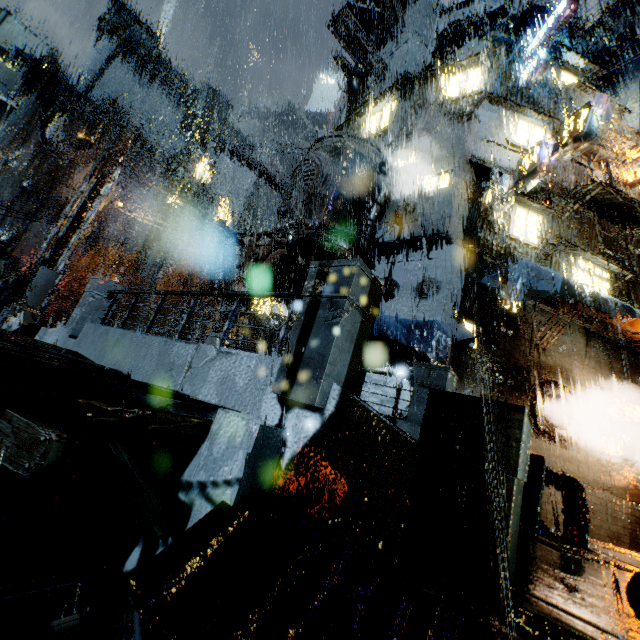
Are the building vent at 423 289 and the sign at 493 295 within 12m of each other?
yes

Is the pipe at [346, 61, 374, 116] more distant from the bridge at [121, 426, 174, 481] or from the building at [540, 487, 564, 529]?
the bridge at [121, 426, 174, 481]

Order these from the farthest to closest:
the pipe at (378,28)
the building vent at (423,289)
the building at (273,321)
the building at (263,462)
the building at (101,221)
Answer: the building at (101,221)
the pipe at (378,28)
the building at (273,321)
the building vent at (423,289)
the building at (263,462)

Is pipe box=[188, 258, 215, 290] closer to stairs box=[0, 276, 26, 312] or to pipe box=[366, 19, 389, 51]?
stairs box=[0, 276, 26, 312]

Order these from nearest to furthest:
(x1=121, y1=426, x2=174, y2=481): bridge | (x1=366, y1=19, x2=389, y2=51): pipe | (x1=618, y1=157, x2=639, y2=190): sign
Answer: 1. (x1=121, y1=426, x2=174, y2=481): bridge
2. (x1=618, y1=157, x2=639, y2=190): sign
3. (x1=366, y1=19, x2=389, y2=51): pipe

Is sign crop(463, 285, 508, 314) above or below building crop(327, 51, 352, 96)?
below

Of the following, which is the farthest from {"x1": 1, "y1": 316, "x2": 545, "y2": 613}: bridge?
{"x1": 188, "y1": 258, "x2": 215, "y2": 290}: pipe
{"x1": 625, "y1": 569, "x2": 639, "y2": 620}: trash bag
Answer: {"x1": 188, "y1": 258, "x2": 215, "y2": 290}: pipe

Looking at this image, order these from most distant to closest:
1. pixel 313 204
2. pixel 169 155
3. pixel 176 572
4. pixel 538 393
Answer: pixel 169 155 → pixel 313 204 → pixel 538 393 → pixel 176 572
